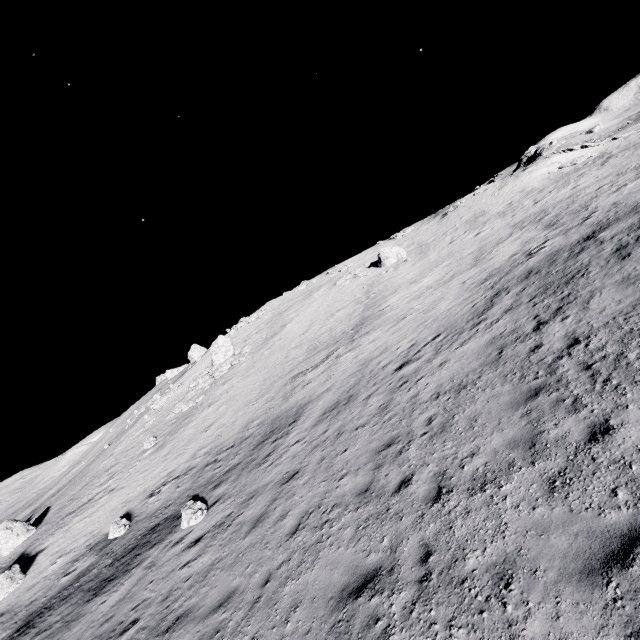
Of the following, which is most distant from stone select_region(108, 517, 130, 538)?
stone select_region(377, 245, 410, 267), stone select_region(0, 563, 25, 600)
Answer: stone select_region(377, 245, 410, 267)

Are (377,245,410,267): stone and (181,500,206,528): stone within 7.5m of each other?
no

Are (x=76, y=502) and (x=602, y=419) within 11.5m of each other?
no

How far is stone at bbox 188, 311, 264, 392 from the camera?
36.0 meters

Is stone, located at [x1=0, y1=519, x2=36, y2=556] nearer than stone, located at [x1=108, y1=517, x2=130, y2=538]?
No

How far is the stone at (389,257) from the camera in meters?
38.3 m

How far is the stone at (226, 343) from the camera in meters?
36.0

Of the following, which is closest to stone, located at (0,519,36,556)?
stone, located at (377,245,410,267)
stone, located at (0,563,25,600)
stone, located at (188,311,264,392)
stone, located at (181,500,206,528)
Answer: stone, located at (0,563,25,600)
